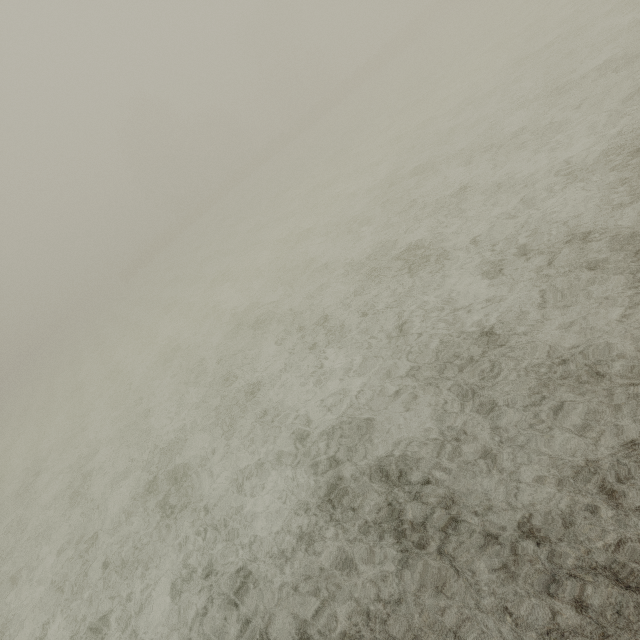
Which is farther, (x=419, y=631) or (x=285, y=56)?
(x=285, y=56)
